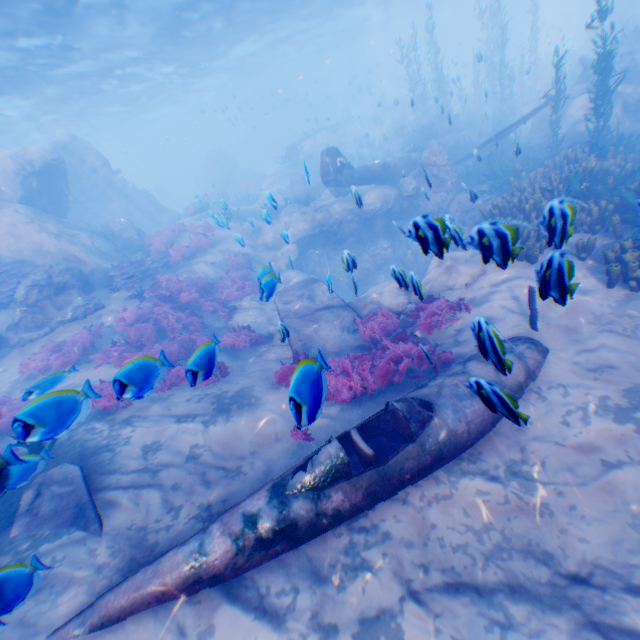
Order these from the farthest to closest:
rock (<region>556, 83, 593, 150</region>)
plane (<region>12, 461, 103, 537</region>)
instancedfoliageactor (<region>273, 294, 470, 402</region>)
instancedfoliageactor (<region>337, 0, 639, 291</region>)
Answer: rock (<region>556, 83, 593, 150</region>) → instancedfoliageactor (<region>337, 0, 639, 291</region>) → plane (<region>12, 461, 103, 537</region>) → instancedfoliageactor (<region>273, 294, 470, 402</region>)

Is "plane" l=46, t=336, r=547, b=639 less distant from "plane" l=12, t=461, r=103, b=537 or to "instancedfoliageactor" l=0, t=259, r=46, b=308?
"plane" l=12, t=461, r=103, b=537

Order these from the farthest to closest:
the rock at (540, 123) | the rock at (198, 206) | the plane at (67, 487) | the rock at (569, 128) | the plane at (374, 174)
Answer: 1. the rock at (198, 206)
2. the rock at (540, 123)
3. the plane at (374, 174)
4. the rock at (569, 128)
5. the plane at (67, 487)

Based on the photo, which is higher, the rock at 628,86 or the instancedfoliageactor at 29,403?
the instancedfoliageactor at 29,403

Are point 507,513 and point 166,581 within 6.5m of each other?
yes

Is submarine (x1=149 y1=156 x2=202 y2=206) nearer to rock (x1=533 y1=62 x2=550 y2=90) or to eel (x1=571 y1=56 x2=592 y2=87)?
rock (x1=533 y1=62 x2=550 y2=90)

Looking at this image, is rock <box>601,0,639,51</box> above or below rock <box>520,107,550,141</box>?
above

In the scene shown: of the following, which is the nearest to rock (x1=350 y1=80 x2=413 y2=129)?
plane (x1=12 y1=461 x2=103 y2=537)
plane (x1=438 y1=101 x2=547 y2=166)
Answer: plane (x1=438 y1=101 x2=547 y2=166)
